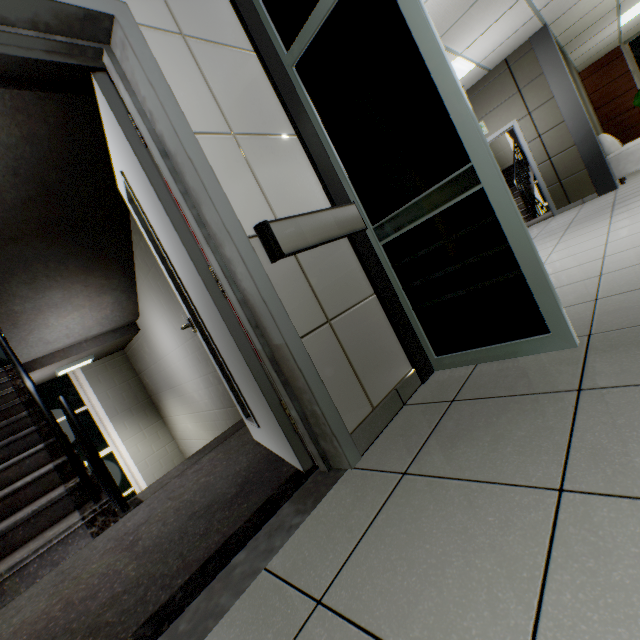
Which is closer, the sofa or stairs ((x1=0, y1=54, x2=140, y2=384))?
stairs ((x1=0, y1=54, x2=140, y2=384))

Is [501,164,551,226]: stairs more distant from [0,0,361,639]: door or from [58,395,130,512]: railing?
[58,395,130,512]: railing

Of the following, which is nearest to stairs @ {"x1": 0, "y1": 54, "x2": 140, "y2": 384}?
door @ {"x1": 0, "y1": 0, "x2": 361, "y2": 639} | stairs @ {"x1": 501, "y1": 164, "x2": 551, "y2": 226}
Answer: door @ {"x1": 0, "y1": 0, "x2": 361, "y2": 639}

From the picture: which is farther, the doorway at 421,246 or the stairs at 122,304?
the stairs at 122,304

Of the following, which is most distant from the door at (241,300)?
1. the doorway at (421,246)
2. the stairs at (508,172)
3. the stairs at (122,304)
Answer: the stairs at (508,172)

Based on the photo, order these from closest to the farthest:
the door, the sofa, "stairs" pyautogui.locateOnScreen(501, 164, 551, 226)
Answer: the door
the sofa
"stairs" pyautogui.locateOnScreen(501, 164, 551, 226)

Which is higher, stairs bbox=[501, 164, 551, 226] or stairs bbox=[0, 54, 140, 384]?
stairs bbox=[0, 54, 140, 384]

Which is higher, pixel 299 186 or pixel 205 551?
pixel 299 186
